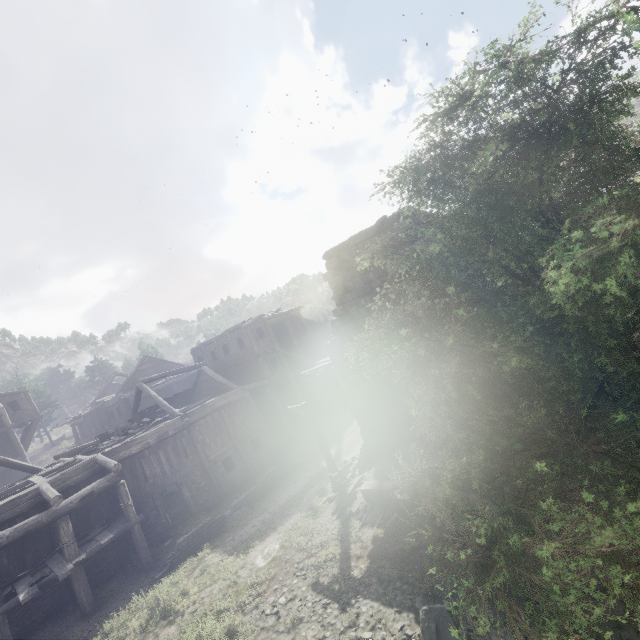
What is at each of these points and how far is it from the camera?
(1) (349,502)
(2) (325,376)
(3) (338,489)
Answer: (1) rubble, 13.59m
(2) wooden plank rubble, 17.19m
(3) wooden lamp post, 14.77m

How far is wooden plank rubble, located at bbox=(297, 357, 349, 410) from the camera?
15.9 meters

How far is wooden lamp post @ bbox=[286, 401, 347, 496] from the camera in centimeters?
1479cm

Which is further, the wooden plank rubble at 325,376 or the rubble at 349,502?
the wooden plank rubble at 325,376

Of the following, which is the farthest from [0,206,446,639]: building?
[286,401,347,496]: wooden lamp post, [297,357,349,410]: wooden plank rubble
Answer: [286,401,347,496]: wooden lamp post

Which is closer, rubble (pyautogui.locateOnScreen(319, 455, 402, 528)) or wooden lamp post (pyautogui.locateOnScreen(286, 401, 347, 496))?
rubble (pyautogui.locateOnScreen(319, 455, 402, 528))

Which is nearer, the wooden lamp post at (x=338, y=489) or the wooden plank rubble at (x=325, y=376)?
the wooden lamp post at (x=338, y=489)

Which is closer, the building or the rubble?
the rubble
